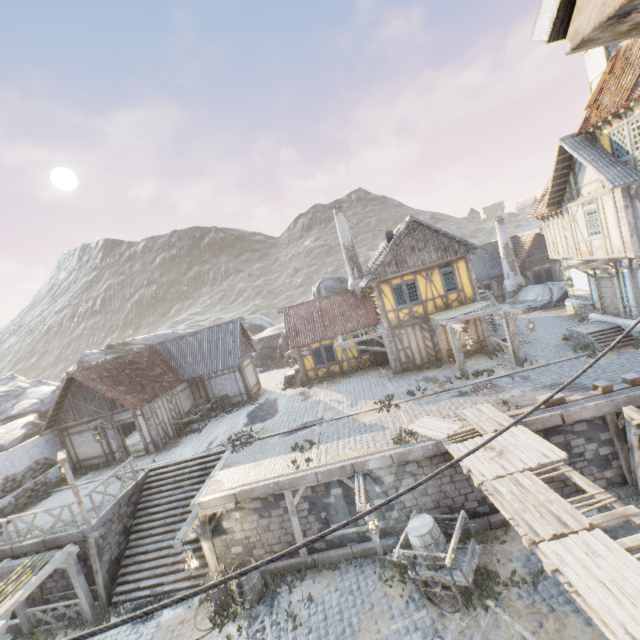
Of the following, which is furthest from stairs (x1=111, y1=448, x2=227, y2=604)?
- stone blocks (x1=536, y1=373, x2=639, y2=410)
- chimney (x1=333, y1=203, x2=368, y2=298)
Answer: chimney (x1=333, y1=203, x2=368, y2=298)

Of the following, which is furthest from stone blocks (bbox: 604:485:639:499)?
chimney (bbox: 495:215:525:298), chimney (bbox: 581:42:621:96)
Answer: chimney (bbox: 495:215:525:298)

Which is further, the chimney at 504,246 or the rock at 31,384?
the chimney at 504,246

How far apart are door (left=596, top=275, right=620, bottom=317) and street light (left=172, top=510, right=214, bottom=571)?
20.8m

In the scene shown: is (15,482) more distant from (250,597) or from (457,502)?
(457,502)

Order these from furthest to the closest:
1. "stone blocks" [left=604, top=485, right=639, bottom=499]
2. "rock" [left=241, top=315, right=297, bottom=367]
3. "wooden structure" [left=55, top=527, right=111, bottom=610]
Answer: "rock" [left=241, top=315, right=297, bottom=367] < "wooden structure" [left=55, top=527, right=111, bottom=610] < "stone blocks" [left=604, top=485, right=639, bottom=499]

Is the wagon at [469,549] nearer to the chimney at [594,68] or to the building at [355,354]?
the building at [355,354]

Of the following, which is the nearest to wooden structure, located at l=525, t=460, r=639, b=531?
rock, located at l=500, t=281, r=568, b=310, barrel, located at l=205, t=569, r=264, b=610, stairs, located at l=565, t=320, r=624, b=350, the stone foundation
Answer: the stone foundation
